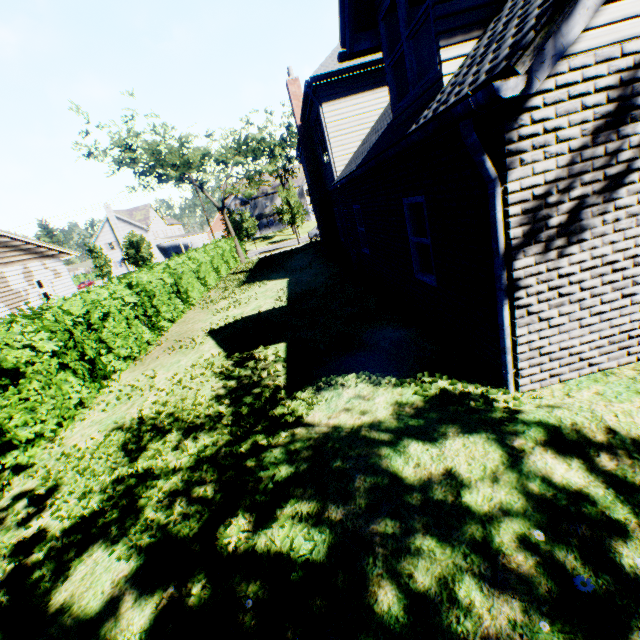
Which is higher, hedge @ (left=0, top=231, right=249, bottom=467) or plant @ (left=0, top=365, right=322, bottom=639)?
hedge @ (left=0, top=231, right=249, bottom=467)

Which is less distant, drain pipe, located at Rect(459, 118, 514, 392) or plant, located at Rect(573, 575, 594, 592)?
plant, located at Rect(573, 575, 594, 592)

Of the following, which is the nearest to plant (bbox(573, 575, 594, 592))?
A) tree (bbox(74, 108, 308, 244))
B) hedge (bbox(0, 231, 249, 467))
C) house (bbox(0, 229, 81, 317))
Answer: tree (bbox(74, 108, 308, 244))

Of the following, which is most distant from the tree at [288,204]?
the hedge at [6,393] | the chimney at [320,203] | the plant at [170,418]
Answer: the chimney at [320,203]

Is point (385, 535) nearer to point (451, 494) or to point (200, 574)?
point (451, 494)

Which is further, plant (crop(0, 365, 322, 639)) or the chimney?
the chimney

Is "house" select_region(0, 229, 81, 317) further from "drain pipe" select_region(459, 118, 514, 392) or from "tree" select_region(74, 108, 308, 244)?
"drain pipe" select_region(459, 118, 514, 392)

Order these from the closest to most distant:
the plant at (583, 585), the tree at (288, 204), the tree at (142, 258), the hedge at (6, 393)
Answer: the plant at (583, 585) < the hedge at (6, 393) < the tree at (288, 204) < the tree at (142, 258)
